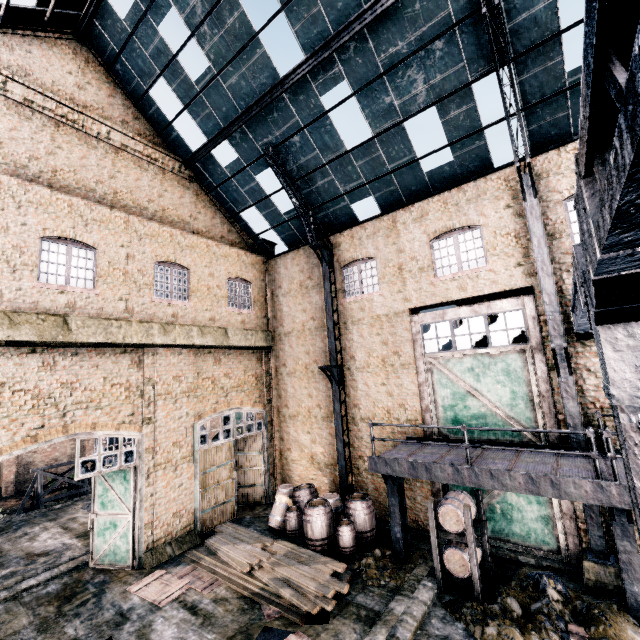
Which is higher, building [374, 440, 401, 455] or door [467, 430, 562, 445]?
door [467, 430, 562, 445]

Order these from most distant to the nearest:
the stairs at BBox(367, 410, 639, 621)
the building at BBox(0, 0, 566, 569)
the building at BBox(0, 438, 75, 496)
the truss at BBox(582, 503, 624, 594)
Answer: the building at BBox(0, 438, 75, 496) < the building at BBox(0, 0, 566, 569) < the truss at BBox(582, 503, 624, 594) < the stairs at BBox(367, 410, 639, 621)

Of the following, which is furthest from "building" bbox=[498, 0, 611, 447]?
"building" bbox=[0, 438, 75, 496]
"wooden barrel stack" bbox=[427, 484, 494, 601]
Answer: "building" bbox=[0, 438, 75, 496]

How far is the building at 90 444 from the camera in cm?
3331

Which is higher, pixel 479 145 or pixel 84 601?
pixel 479 145

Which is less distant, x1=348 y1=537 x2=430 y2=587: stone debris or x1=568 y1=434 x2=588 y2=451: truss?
x1=568 y1=434 x2=588 y2=451: truss

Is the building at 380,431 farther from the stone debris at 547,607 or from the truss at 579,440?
the stone debris at 547,607

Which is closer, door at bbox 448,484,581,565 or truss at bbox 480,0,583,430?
truss at bbox 480,0,583,430
